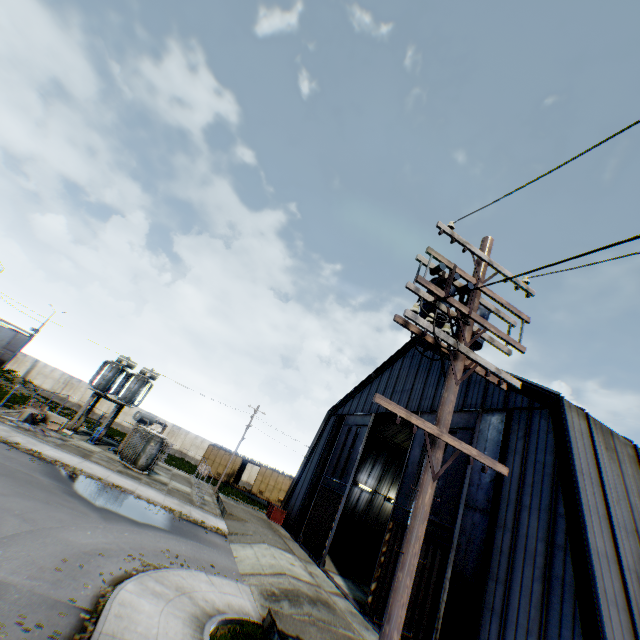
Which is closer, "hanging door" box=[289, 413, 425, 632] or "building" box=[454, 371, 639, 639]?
"building" box=[454, 371, 639, 639]

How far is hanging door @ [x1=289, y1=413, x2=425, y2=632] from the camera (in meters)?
15.61

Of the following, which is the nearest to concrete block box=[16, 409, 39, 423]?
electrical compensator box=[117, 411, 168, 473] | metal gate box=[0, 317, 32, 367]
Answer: electrical compensator box=[117, 411, 168, 473]

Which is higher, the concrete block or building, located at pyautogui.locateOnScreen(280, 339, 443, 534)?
building, located at pyautogui.locateOnScreen(280, 339, 443, 534)

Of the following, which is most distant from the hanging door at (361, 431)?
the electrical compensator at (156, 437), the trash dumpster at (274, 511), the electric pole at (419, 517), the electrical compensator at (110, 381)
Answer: the electrical compensator at (110, 381)

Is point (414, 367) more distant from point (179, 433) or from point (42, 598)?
point (179, 433)

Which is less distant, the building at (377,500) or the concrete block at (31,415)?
the building at (377,500)

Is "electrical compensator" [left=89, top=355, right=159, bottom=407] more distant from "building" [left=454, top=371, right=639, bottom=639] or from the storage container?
the storage container
